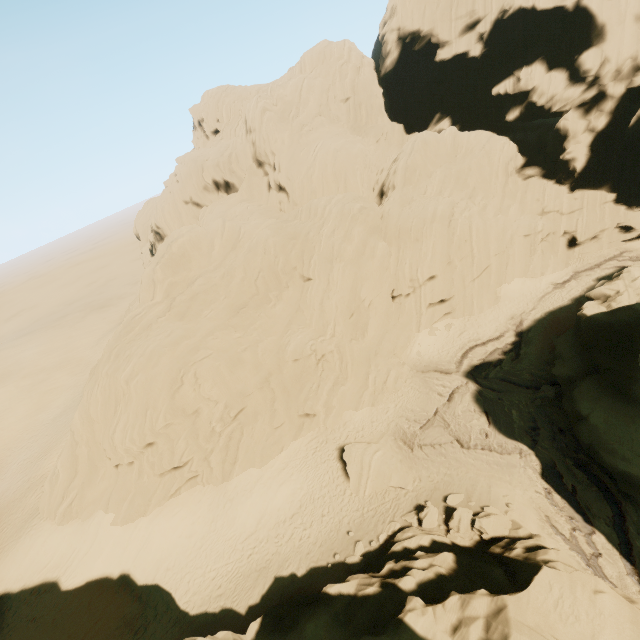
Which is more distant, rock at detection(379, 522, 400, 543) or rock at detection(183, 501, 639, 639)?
rock at detection(379, 522, 400, 543)

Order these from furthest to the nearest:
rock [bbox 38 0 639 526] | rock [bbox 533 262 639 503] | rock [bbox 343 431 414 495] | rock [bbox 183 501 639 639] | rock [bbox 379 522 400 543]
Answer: rock [bbox 38 0 639 526]
rock [bbox 343 431 414 495]
rock [bbox 379 522 400 543]
rock [bbox 533 262 639 503]
rock [bbox 183 501 639 639]

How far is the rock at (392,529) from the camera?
17.9m

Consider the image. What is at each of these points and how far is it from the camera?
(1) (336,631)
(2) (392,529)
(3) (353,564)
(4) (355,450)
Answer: (1) rock, 12.8m
(2) rock, 18.1m
(3) rock, 17.3m
(4) rock, 22.3m

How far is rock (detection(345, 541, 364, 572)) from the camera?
17.0 meters
